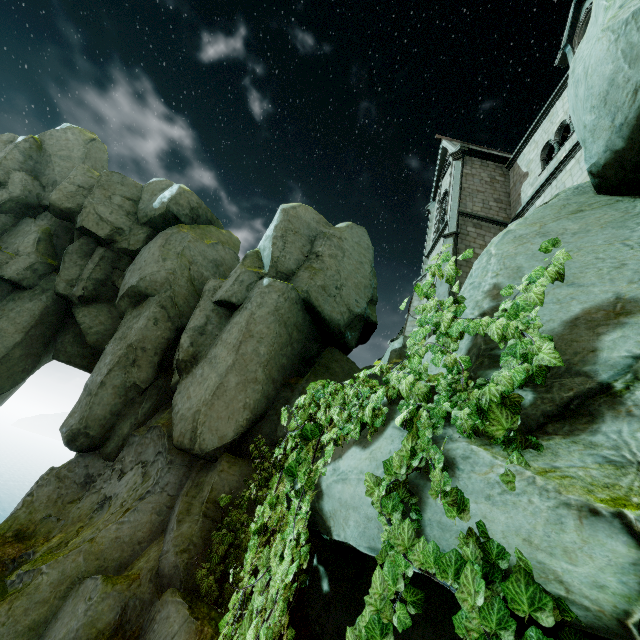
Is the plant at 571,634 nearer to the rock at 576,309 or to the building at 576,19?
the rock at 576,309

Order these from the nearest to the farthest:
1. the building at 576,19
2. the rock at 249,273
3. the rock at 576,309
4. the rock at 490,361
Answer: the rock at 576,309 < the rock at 490,361 < the rock at 249,273 < the building at 576,19

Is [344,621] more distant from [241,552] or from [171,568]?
[171,568]

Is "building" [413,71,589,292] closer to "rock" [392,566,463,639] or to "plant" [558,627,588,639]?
"rock" [392,566,463,639]

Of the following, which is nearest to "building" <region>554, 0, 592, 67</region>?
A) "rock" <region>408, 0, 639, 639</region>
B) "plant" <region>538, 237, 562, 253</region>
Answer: "rock" <region>408, 0, 639, 639</region>

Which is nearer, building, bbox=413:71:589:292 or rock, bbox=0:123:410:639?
rock, bbox=0:123:410:639

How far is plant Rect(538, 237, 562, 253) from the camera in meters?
2.3 m
